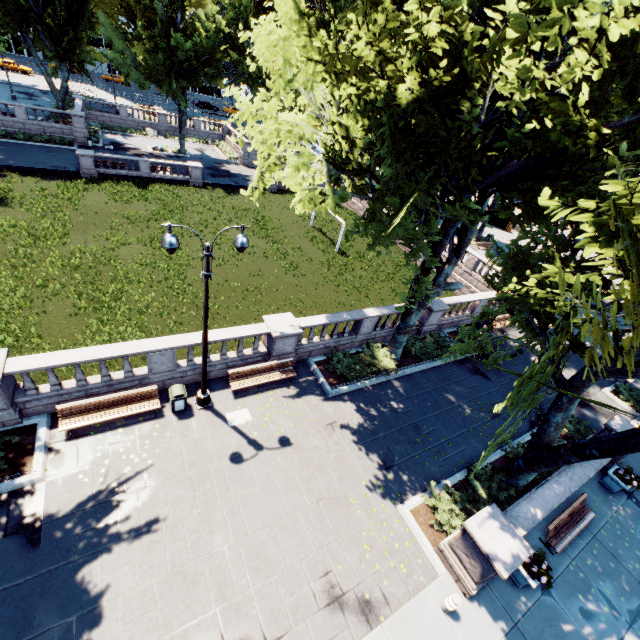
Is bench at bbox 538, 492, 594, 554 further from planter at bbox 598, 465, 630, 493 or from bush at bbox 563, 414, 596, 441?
bush at bbox 563, 414, 596, 441

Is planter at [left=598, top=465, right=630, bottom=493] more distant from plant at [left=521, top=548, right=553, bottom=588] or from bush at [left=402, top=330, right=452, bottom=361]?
bush at [left=402, top=330, right=452, bottom=361]

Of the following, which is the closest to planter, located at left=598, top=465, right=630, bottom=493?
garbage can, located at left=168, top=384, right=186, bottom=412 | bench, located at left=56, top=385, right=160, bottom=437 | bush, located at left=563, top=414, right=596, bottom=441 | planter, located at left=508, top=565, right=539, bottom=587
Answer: bush, located at left=563, top=414, right=596, bottom=441

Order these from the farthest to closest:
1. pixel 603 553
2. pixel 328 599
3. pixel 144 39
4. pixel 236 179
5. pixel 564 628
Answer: pixel 236 179
pixel 144 39
pixel 603 553
pixel 564 628
pixel 328 599

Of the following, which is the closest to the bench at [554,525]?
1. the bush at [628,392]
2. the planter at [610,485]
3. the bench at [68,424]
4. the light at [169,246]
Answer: the planter at [610,485]

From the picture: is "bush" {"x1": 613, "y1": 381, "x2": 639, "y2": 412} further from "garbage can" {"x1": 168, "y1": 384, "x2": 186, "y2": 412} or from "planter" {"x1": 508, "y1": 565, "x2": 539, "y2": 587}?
"garbage can" {"x1": 168, "y1": 384, "x2": 186, "y2": 412}

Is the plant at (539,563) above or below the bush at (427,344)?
above

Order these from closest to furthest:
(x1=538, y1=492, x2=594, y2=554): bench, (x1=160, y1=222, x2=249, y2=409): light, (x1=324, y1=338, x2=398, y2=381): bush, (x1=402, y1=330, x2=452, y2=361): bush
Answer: (x1=160, y1=222, x2=249, y2=409): light, (x1=538, y1=492, x2=594, y2=554): bench, (x1=324, y1=338, x2=398, y2=381): bush, (x1=402, y1=330, x2=452, y2=361): bush
